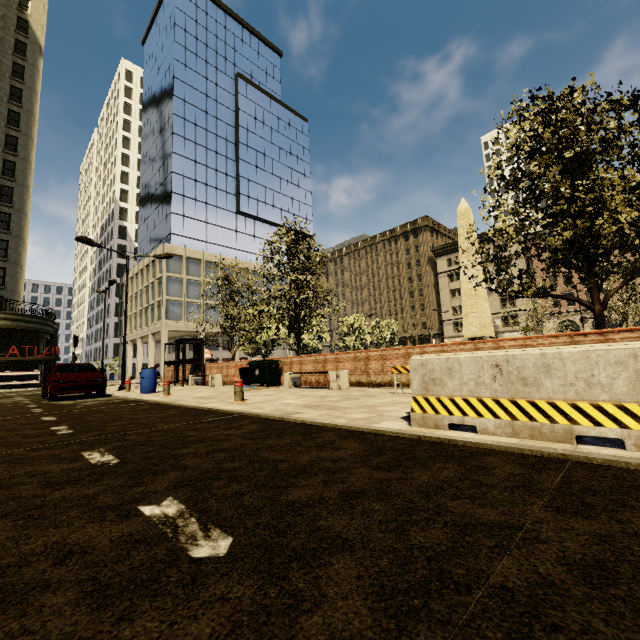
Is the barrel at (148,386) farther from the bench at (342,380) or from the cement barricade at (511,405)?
the cement barricade at (511,405)

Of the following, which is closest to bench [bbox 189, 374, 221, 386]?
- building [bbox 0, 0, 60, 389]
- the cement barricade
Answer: the cement barricade

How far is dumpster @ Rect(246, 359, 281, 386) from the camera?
13.2 meters

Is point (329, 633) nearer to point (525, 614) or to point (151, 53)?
point (525, 614)

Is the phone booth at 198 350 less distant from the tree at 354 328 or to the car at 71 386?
the tree at 354 328

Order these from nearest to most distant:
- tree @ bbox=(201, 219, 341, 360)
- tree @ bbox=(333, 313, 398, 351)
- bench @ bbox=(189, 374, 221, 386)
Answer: tree @ bbox=(201, 219, 341, 360), bench @ bbox=(189, 374, 221, 386), tree @ bbox=(333, 313, 398, 351)

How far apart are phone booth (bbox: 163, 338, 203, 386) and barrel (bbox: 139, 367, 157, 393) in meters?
4.4 m

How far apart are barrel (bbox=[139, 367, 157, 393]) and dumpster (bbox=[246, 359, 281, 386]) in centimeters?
362cm
